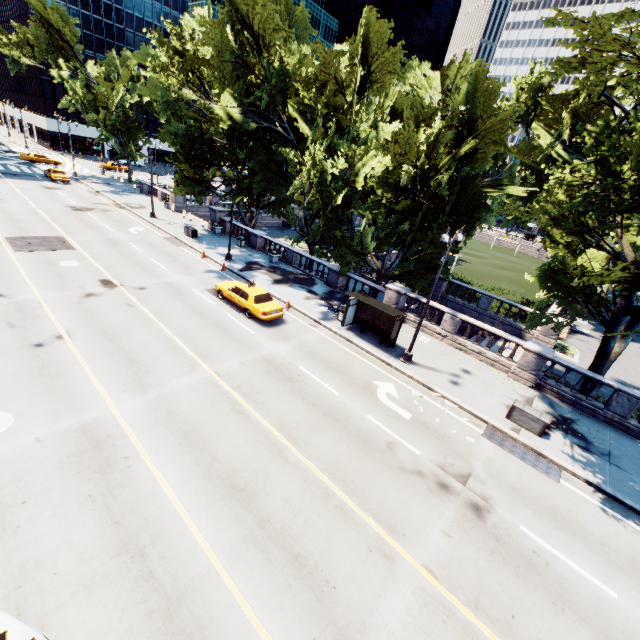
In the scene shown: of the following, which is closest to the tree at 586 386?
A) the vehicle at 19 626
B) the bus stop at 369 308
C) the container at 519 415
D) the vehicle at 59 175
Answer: the bus stop at 369 308

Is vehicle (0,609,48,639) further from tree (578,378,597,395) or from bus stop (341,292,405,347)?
bus stop (341,292,405,347)

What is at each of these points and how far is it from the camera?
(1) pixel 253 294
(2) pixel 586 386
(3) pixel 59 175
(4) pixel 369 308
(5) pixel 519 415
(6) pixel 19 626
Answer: (1) vehicle, 19.12m
(2) tree, 17.67m
(3) vehicle, 41.56m
(4) bus stop, 19.89m
(5) container, 14.81m
(6) vehicle, 5.59m

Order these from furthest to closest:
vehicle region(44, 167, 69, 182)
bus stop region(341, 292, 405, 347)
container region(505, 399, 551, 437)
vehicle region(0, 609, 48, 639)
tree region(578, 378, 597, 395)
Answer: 1. vehicle region(44, 167, 69, 182)
2. bus stop region(341, 292, 405, 347)
3. tree region(578, 378, 597, 395)
4. container region(505, 399, 551, 437)
5. vehicle region(0, 609, 48, 639)

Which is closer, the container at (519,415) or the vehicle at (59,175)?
the container at (519,415)

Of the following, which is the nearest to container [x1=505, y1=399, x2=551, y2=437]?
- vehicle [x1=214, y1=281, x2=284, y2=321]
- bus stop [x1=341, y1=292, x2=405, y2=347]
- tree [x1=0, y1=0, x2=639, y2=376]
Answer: tree [x1=0, y1=0, x2=639, y2=376]

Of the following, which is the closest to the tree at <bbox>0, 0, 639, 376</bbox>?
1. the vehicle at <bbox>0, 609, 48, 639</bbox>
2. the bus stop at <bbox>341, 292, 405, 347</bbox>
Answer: the bus stop at <bbox>341, 292, 405, 347</bbox>

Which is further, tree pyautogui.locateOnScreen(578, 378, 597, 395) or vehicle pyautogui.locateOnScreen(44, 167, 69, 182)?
vehicle pyautogui.locateOnScreen(44, 167, 69, 182)
